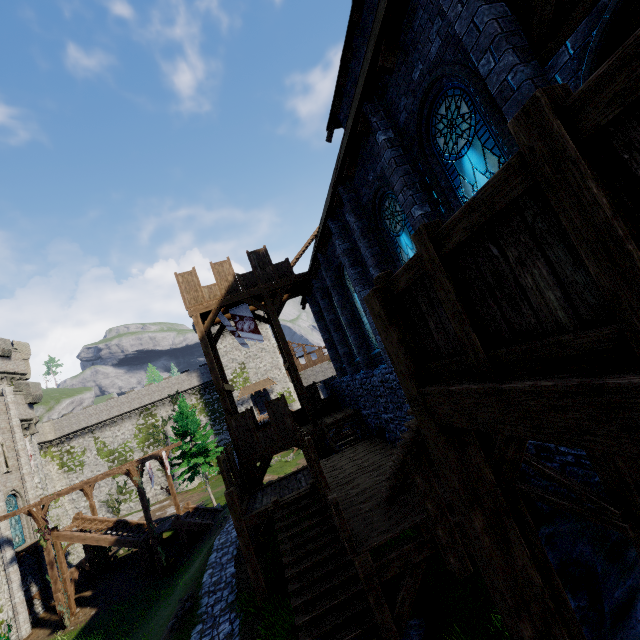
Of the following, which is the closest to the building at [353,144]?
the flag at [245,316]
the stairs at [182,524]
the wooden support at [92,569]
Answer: the flag at [245,316]

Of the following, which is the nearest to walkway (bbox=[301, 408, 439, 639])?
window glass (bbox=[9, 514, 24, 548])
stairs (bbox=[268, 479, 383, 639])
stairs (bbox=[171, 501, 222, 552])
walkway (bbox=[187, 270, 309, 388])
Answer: stairs (bbox=[268, 479, 383, 639])

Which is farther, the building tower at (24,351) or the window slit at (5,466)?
the building tower at (24,351)

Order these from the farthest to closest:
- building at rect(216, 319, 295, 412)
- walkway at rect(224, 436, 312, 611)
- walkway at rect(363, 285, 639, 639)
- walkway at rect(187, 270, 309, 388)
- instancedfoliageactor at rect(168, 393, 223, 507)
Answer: building at rect(216, 319, 295, 412)
instancedfoliageactor at rect(168, 393, 223, 507)
walkway at rect(187, 270, 309, 388)
walkway at rect(224, 436, 312, 611)
walkway at rect(363, 285, 639, 639)

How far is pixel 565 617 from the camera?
2.9 meters

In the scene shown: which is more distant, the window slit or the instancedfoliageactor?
the instancedfoliageactor

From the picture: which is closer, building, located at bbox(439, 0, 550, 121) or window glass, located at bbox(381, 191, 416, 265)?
building, located at bbox(439, 0, 550, 121)

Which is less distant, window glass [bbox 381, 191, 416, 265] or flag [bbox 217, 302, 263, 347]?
window glass [bbox 381, 191, 416, 265]
